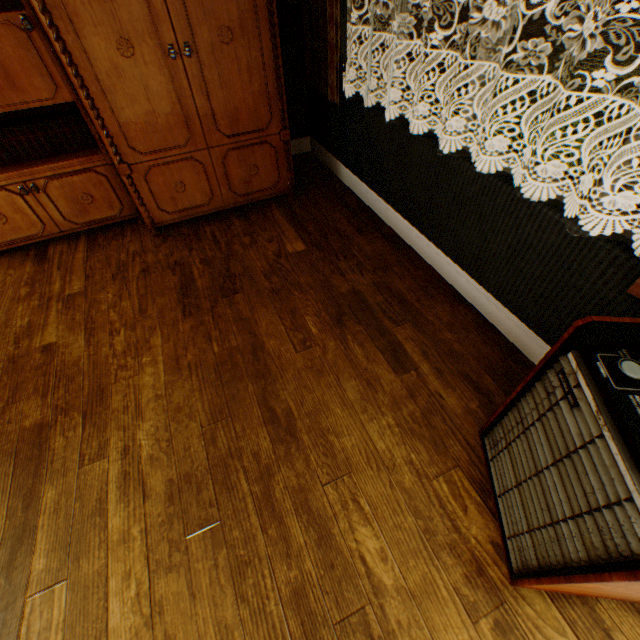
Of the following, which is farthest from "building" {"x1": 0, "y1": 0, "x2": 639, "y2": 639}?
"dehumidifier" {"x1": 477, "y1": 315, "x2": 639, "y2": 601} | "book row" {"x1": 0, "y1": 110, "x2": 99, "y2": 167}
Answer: "book row" {"x1": 0, "y1": 110, "x2": 99, "y2": 167}

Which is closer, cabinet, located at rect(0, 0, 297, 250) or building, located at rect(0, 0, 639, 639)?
building, located at rect(0, 0, 639, 639)

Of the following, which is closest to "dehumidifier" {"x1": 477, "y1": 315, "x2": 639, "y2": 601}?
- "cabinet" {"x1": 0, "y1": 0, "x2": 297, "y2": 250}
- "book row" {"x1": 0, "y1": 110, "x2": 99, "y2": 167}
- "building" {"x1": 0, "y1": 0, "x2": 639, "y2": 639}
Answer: "building" {"x1": 0, "y1": 0, "x2": 639, "y2": 639}

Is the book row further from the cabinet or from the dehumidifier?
the dehumidifier

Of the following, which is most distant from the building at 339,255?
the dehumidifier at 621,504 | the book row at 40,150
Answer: the book row at 40,150

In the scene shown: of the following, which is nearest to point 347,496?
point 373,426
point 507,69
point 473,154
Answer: point 373,426

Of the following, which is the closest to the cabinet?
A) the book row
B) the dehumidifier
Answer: the book row

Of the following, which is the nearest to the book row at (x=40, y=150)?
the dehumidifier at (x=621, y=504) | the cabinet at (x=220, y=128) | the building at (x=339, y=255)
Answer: the cabinet at (x=220, y=128)
